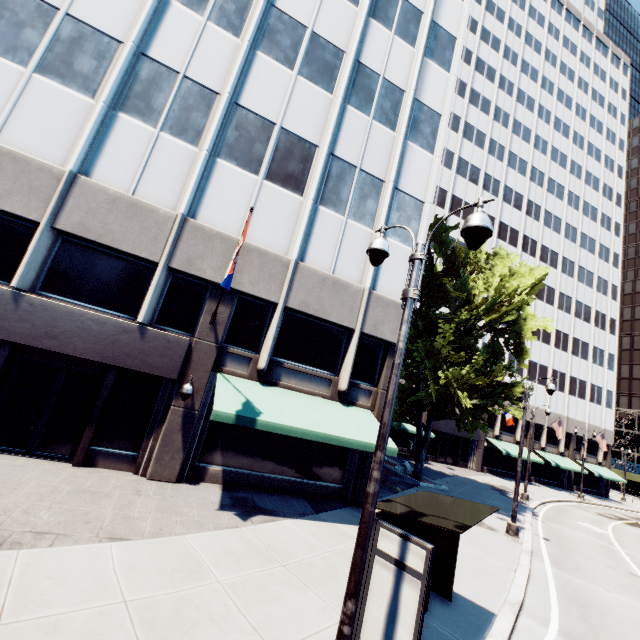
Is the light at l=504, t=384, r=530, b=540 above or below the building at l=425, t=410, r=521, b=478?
below

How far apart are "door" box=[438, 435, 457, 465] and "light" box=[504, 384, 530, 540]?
20.7 meters

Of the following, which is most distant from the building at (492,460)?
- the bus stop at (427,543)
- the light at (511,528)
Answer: the light at (511,528)

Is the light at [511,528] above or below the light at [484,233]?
below

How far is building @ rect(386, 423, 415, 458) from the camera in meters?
11.4

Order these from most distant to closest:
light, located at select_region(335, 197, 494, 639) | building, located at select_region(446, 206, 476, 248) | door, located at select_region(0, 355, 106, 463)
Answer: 1. building, located at select_region(446, 206, 476, 248)
2. door, located at select_region(0, 355, 106, 463)
3. light, located at select_region(335, 197, 494, 639)

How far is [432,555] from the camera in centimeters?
532cm

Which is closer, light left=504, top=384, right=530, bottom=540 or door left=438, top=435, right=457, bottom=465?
light left=504, top=384, right=530, bottom=540
